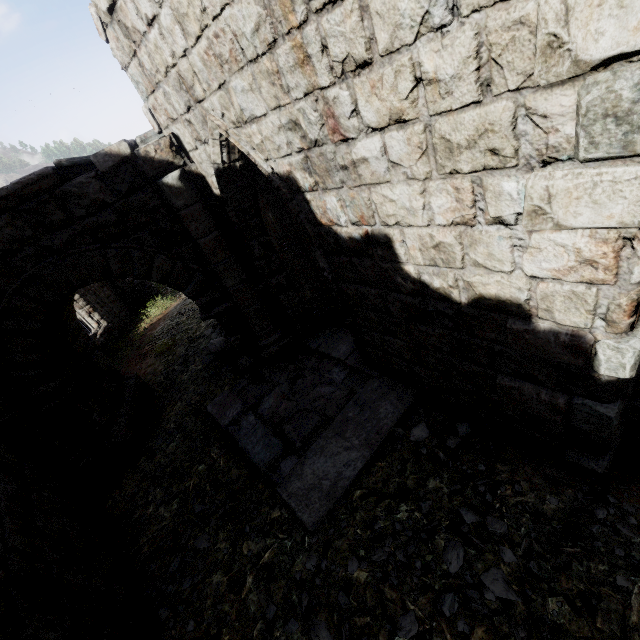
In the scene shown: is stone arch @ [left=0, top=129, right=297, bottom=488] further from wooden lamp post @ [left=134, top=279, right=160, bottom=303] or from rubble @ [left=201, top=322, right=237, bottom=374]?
wooden lamp post @ [left=134, top=279, right=160, bottom=303]

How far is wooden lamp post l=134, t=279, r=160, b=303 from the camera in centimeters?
1662cm

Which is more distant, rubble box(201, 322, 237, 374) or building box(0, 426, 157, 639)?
rubble box(201, 322, 237, 374)

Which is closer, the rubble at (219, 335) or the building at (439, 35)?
the building at (439, 35)

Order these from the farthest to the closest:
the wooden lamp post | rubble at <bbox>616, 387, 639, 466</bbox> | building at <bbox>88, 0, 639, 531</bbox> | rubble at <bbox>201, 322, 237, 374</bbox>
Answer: the wooden lamp post
rubble at <bbox>201, 322, 237, 374</bbox>
rubble at <bbox>616, 387, 639, 466</bbox>
building at <bbox>88, 0, 639, 531</bbox>

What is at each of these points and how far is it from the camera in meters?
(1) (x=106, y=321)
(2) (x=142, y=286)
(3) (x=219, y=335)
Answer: (1) building, 13.7 m
(2) wooden lamp post, 16.8 m
(3) rubble, 9.5 m

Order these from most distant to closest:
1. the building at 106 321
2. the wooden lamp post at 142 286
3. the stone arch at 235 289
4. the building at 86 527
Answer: the wooden lamp post at 142 286 < the building at 106 321 < the stone arch at 235 289 < the building at 86 527

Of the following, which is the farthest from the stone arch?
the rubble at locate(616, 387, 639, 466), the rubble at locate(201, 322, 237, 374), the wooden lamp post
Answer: the wooden lamp post
